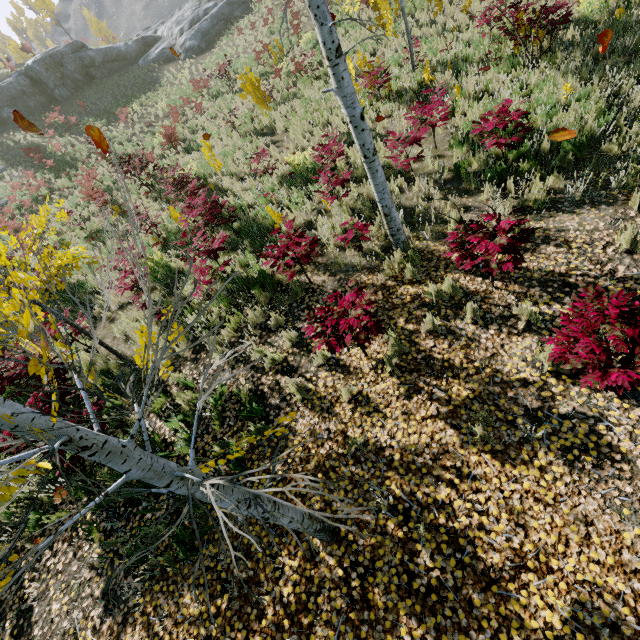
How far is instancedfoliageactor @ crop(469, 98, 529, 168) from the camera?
5.4 meters

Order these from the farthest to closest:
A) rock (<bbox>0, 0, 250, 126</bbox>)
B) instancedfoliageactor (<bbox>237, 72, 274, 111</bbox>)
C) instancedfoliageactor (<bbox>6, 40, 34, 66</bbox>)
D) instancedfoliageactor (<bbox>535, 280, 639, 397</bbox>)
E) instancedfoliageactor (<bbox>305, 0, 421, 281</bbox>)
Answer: instancedfoliageactor (<bbox>6, 40, 34, 66</bbox>), rock (<bbox>0, 0, 250, 126</bbox>), instancedfoliageactor (<bbox>237, 72, 274, 111</bbox>), instancedfoliageactor (<bbox>305, 0, 421, 281</bbox>), instancedfoliageactor (<bbox>535, 280, 639, 397</bbox>)

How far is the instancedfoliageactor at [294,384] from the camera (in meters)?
4.61

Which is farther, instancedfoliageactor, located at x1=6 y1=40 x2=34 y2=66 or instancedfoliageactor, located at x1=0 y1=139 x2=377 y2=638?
instancedfoliageactor, located at x1=6 y1=40 x2=34 y2=66

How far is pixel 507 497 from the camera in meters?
3.2
